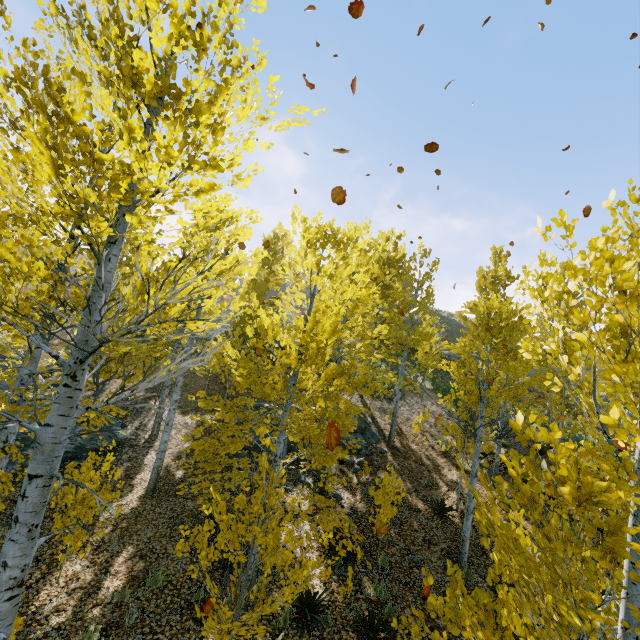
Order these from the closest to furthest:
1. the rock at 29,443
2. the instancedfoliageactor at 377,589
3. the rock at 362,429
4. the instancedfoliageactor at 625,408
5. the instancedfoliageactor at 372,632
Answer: the instancedfoliageactor at 625,408, the instancedfoliageactor at 372,632, the instancedfoliageactor at 377,589, the rock at 29,443, the rock at 362,429

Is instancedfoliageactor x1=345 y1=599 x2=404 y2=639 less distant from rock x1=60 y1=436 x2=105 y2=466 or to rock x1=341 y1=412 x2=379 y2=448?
rock x1=341 y1=412 x2=379 y2=448

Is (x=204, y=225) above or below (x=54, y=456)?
above

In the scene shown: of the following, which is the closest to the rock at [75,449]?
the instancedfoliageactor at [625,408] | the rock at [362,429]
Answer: the instancedfoliageactor at [625,408]

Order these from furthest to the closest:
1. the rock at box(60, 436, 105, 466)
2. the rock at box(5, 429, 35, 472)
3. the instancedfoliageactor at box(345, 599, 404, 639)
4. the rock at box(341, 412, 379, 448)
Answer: the rock at box(341, 412, 379, 448), the rock at box(60, 436, 105, 466), the rock at box(5, 429, 35, 472), the instancedfoliageactor at box(345, 599, 404, 639)

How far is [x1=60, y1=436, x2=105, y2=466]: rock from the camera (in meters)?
10.85

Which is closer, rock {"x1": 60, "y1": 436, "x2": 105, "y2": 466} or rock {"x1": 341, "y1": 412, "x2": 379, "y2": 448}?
rock {"x1": 60, "y1": 436, "x2": 105, "y2": 466}
